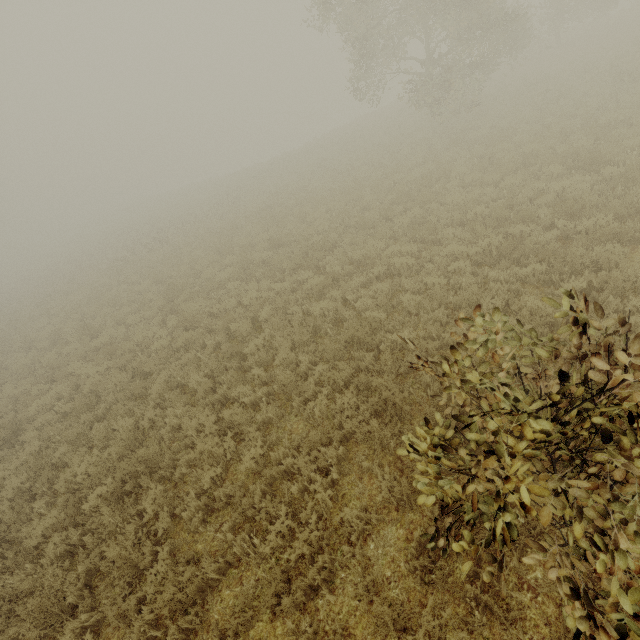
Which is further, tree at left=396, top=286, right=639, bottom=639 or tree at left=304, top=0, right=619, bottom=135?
tree at left=304, top=0, right=619, bottom=135

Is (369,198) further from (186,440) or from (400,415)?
(186,440)

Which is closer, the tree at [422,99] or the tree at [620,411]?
the tree at [620,411]
